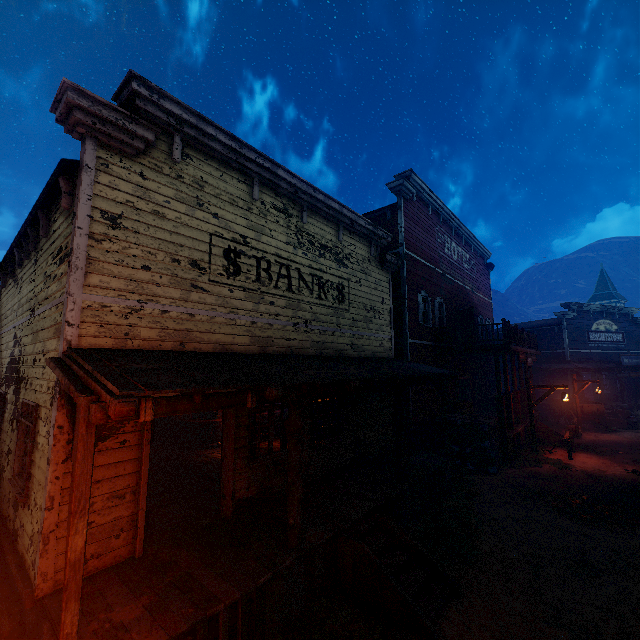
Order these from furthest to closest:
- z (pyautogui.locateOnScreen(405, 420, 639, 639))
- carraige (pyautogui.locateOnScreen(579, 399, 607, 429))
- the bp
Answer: carraige (pyautogui.locateOnScreen(579, 399, 607, 429))
the bp
z (pyautogui.locateOnScreen(405, 420, 639, 639))

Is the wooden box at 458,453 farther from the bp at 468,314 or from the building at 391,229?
the bp at 468,314

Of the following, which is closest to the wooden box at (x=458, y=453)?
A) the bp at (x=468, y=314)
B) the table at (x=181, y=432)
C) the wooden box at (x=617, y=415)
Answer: the bp at (x=468, y=314)

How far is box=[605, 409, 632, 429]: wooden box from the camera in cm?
1970

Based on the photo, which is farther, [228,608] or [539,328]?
[539,328]

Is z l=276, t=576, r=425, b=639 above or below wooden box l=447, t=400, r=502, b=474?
below

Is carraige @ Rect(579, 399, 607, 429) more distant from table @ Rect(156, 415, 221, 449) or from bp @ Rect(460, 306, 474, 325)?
table @ Rect(156, 415, 221, 449)

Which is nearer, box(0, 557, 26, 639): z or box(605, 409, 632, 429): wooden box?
box(0, 557, 26, 639): z
